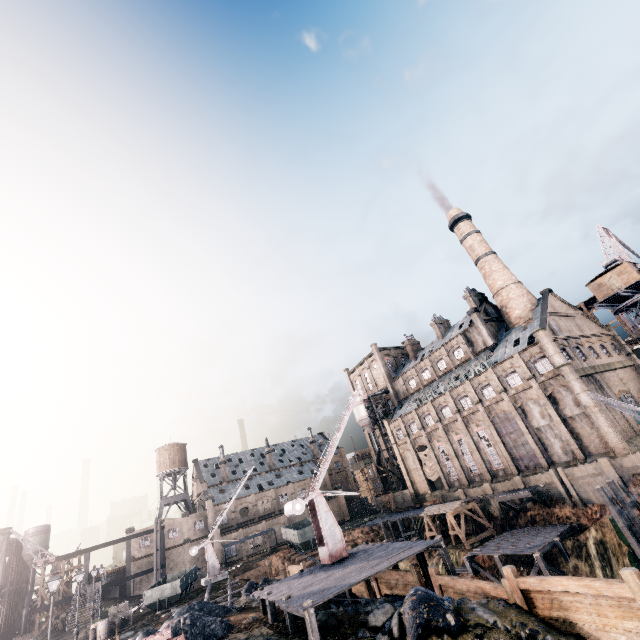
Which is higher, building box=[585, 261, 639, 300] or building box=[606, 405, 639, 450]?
building box=[585, 261, 639, 300]

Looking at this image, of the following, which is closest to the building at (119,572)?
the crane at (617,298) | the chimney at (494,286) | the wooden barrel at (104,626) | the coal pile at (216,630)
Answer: the wooden barrel at (104,626)

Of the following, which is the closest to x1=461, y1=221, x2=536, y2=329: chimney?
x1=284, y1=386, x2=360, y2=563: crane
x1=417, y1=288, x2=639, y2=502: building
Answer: x1=417, y1=288, x2=639, y2=502: building

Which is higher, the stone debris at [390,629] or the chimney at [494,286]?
the chimney at [494,286]

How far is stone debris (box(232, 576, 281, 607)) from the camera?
25.52m

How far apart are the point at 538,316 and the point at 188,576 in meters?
55.1

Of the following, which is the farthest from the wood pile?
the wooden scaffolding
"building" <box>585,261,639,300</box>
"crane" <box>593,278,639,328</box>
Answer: "building" <box>585,261,639,300</box>

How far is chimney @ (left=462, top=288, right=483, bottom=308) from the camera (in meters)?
57.53
